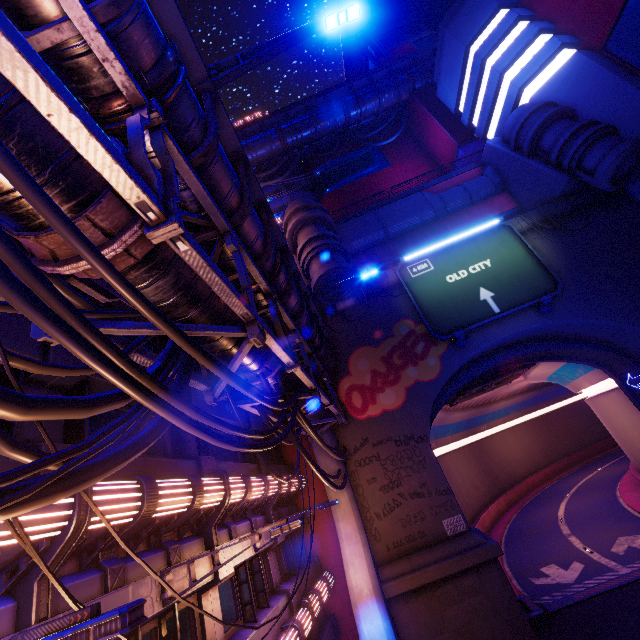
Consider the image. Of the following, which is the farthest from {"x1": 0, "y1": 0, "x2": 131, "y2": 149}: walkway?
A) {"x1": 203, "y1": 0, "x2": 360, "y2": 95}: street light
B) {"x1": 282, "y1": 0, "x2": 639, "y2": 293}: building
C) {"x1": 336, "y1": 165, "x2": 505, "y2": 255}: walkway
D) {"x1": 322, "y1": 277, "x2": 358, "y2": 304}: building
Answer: {"x1": 282, "y1": 0, "x2": 639, "y2": 293}: building

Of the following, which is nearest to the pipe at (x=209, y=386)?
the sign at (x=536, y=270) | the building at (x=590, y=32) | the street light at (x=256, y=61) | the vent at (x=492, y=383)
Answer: the street light at (x=256, y=61)

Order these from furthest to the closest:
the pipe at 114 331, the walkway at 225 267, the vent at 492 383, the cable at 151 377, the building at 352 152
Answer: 1. the building at 352 152
2. the vent at 492 383
3. the walkway at 225 267
4. the pipe at 114 331
5. the cable at 151 377

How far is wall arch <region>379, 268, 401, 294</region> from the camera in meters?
20.2 m

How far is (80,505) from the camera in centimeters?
503cm

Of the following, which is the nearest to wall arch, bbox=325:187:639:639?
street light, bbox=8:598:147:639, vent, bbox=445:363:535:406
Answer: vent, bbox=445:363:535:406

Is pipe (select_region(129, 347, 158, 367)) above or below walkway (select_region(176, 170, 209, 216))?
below

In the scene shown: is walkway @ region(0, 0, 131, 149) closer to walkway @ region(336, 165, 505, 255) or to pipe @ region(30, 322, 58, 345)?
pipe @ region(30, 322, 58, 345)
